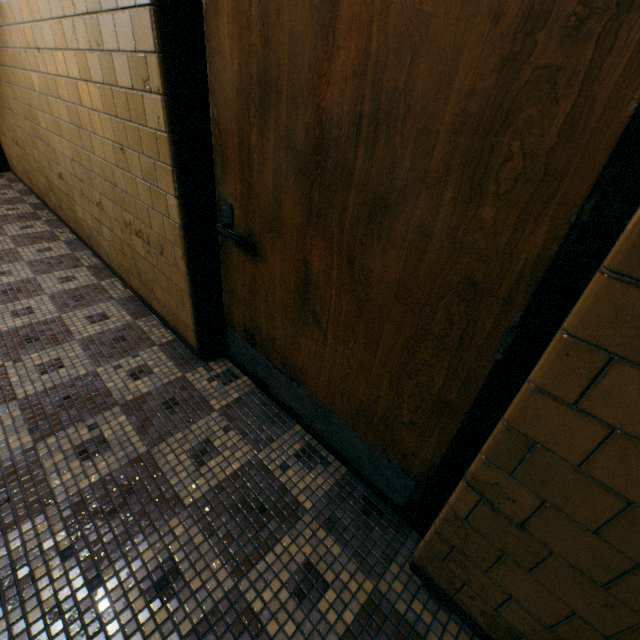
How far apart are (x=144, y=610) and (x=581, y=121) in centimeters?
197cm
